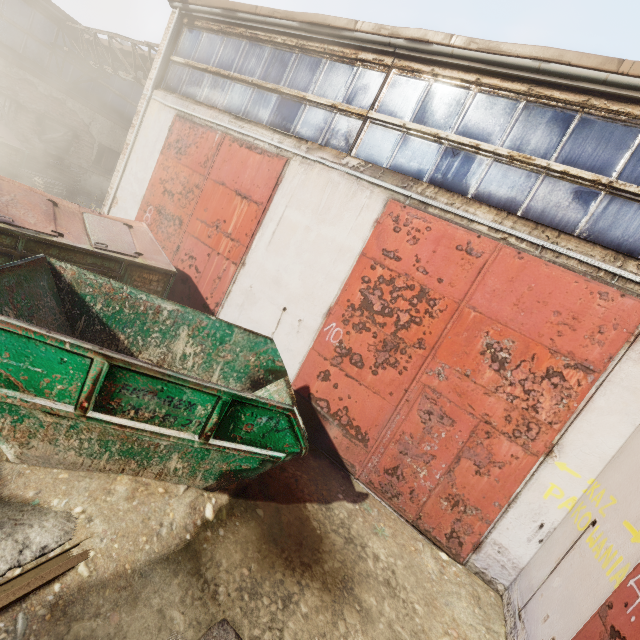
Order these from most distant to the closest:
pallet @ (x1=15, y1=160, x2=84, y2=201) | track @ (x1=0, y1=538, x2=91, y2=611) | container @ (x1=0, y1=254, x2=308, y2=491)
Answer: pallet @ (x1=15, y1=160, x2=84, y2=201) → container @ (x1=0, y1=254, x2=308, y2=491) → track @ (x1=0, y1=538, x2=91, y2=611)

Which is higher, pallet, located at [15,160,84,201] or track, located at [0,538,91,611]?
pallet, located at [15,160,84,201]

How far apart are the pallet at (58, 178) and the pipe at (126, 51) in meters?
4.8 m

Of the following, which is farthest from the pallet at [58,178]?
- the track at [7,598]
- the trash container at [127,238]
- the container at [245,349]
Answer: the track at [7,598]

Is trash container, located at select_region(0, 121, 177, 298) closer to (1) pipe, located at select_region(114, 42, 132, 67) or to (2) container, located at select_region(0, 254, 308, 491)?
(2) container, located at select_region(0, 254, 308, 491)

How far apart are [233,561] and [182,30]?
11.1m

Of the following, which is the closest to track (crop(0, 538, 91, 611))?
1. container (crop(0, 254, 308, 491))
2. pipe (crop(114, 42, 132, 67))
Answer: container (crop(0, 254, 308, 491))

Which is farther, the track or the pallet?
the pallet
